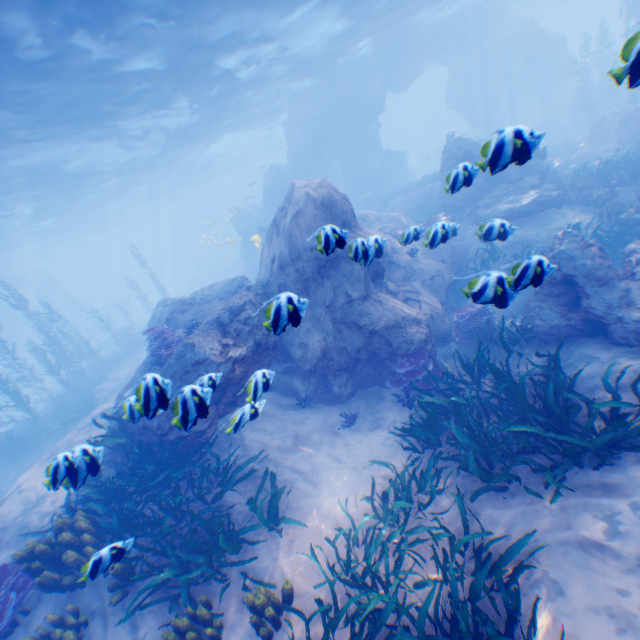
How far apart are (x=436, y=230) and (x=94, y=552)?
8.3 meters

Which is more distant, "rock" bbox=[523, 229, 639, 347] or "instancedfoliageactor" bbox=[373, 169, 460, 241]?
"rock" bbox=[523, 229, 639, 347]

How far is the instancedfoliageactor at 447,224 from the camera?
5.5m

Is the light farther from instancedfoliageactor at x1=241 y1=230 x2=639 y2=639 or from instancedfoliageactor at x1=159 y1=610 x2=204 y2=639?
instancedfoliageactor at x1=241 y1=230 x2=639 y2=639

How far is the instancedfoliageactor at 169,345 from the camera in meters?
8.8 m

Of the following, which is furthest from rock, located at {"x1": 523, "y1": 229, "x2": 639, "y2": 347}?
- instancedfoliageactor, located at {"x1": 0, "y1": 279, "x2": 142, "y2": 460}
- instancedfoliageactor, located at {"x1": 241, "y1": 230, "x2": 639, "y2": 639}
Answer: instancedfoliageactor, located at {"x1": 241, "y1": 230, "x2": 639, "y2": 639}

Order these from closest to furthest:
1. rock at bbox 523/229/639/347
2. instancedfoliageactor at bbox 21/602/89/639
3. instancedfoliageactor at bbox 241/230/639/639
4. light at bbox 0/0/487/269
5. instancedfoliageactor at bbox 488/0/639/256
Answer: instancedfoliageactor at bbox 488/0/639/256
instancedfoliageactor at bbox 241/230/639/639
instancedfoliageactor at bbox 21/602/89/639
rock at bbox 523/229/639/347
light at bbox 0/0/487/269
